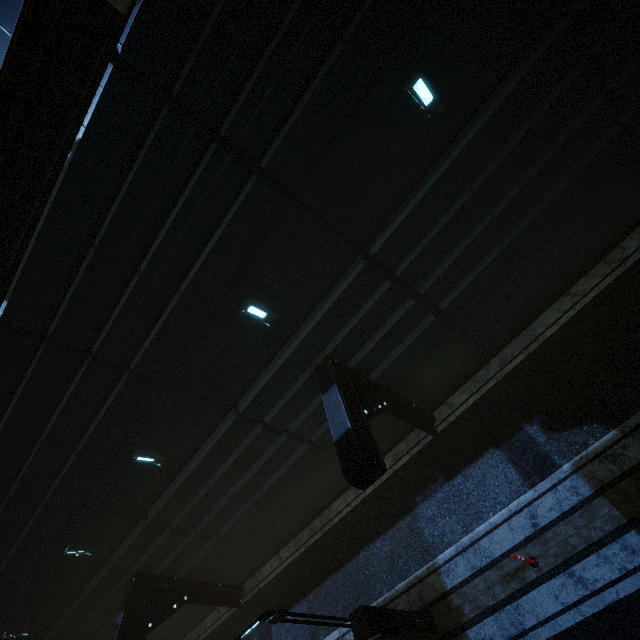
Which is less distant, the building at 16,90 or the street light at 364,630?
the building at 16,90

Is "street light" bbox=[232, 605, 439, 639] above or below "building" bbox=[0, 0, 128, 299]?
below

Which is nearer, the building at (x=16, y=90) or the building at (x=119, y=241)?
the building at (x=16, y=90)

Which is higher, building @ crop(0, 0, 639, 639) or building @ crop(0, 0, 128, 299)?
building @ crop(0, 0, 128, 299)

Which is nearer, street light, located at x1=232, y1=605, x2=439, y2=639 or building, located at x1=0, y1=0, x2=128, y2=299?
building, located at x1=0, y1=0, x2=128, y2=299

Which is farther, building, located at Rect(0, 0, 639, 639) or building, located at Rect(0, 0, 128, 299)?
building, located at Rect(0, 0, 639, 639)

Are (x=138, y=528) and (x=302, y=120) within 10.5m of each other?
no
